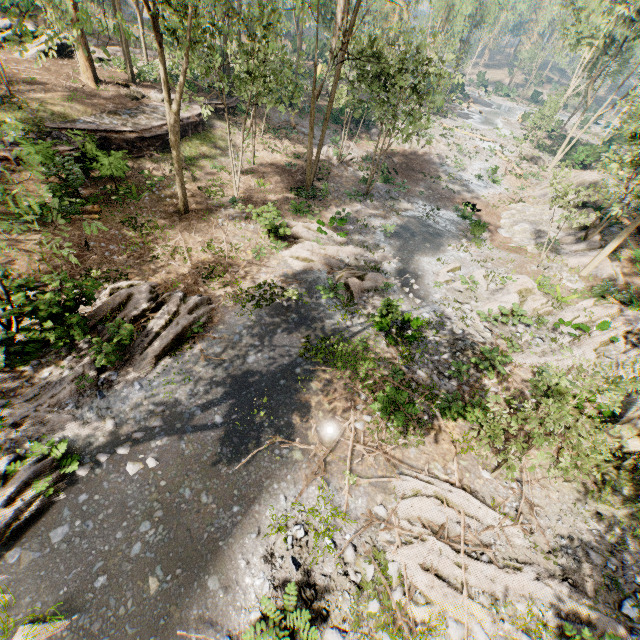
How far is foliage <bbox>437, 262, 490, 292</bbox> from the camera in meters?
17.5 m

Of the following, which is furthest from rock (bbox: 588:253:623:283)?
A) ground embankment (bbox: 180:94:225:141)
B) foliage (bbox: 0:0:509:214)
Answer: ground embankment (bbox: 180:94:225:141)

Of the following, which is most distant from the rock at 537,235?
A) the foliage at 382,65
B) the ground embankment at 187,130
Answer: the ground embankment at 187,130

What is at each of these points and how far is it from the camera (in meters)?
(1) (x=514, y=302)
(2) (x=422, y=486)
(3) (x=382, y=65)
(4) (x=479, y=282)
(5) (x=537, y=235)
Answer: (1) foliage, 15.47
(2) foliage, 9.59
(3) foliage, 17.75
(4) foliage, 18.05
(5) rock, 23.20

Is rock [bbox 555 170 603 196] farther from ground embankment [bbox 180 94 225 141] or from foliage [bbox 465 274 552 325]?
ground embankment [bbox 180 94 225 141]

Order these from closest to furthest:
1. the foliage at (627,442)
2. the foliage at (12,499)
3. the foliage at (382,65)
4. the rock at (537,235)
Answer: the foliage at (627,442)
the foliage at (12,499)
the foliage at (382,65)
the rock at (537,235)
